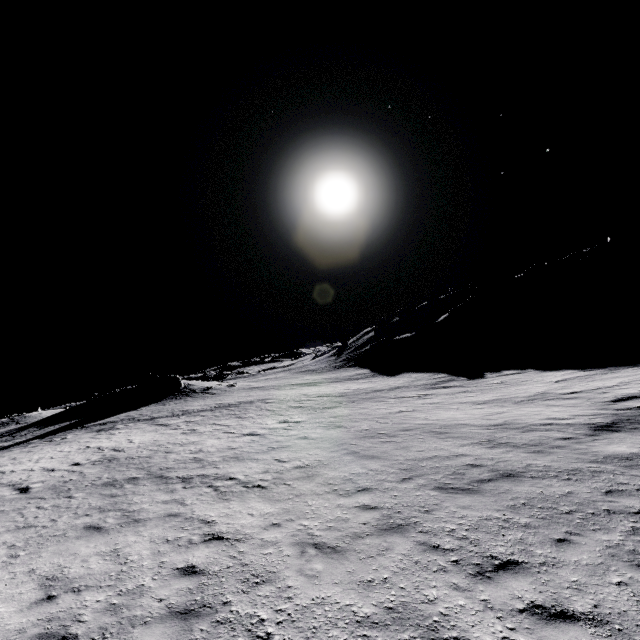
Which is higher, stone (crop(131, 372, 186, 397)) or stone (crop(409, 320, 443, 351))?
stone (crop(131, 372, 186, 397))

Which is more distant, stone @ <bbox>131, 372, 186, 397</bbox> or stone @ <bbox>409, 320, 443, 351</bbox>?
stone @ <bbox>409, 320, 443, 351</bbox>

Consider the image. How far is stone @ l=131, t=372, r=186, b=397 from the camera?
45.0 meters

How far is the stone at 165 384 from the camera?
45.0 meters

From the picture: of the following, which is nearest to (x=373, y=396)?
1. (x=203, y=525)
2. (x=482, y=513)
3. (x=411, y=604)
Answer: (x=482, y=513)

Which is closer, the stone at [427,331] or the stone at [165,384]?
the stone at [165,384]

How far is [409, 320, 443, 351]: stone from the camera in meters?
54.4 m
